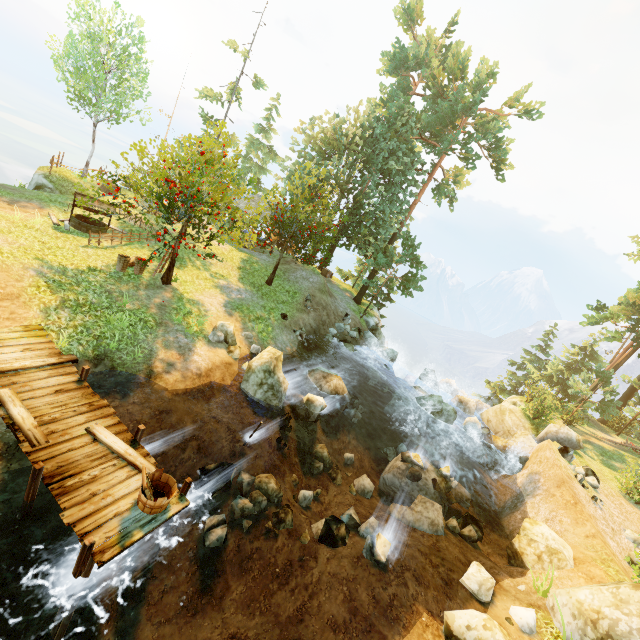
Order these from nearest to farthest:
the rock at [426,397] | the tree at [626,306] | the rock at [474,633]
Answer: the rock at [474,633] < the rock at [426,397] < the tree at [626,306]

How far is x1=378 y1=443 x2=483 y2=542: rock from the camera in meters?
11.6

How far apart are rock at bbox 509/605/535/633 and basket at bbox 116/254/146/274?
17.6m

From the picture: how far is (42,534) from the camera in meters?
6.2 m

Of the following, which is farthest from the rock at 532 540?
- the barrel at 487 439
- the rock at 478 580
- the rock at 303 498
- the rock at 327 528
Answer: the rock at 303 498

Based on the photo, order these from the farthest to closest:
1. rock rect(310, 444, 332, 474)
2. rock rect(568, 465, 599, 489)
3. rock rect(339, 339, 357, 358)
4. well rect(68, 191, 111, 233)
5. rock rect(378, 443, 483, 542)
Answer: rock rect(339, 339, 357, 358), well rect(68, 191, 111, 233), rock rect(568, 465, 599, 489), rock rect(310, 444, 332, 474), rock rect(378, 443, 483, 542)

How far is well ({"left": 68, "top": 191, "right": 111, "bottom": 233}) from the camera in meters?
15.7 m

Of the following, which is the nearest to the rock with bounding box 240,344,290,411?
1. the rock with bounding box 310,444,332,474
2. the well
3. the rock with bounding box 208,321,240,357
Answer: the rock with bounding box 208,321,240,357
